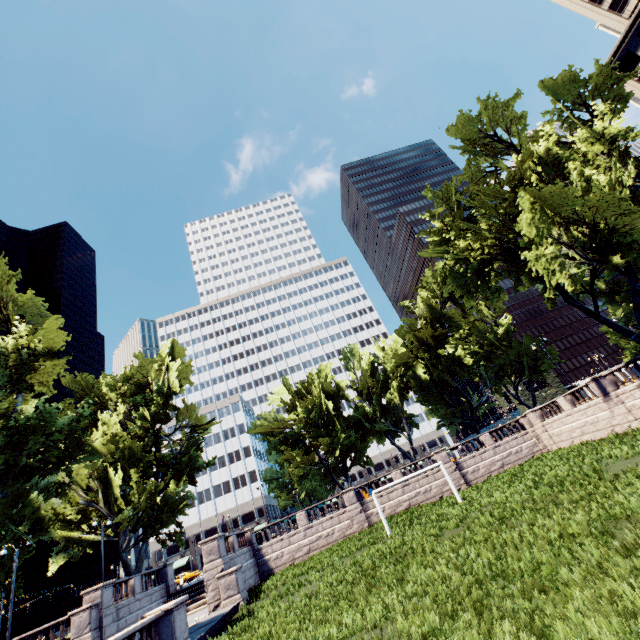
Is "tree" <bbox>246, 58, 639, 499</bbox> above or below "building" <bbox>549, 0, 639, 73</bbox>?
below

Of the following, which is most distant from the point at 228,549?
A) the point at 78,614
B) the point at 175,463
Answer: the point at 175,463

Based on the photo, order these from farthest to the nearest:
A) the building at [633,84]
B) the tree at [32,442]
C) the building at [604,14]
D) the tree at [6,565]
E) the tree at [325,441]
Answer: the building at [633,84] → the building at [604,14] → the tree at [6,565] → the tree at [325,441] → the tree at [32,442]

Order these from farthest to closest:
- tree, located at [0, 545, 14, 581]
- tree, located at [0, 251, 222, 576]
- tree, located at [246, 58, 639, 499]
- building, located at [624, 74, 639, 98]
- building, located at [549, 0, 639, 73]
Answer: building, located at [624, 74, 639, 98], building, located at [549, 0, 639, 73], tree, located at [0, 545, 14, 581], tree, located at [246, 58, 639, 499], tree, located at [0, 251, 222, 576]

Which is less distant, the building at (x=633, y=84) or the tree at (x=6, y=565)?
the tree at (x=6, y=565)
